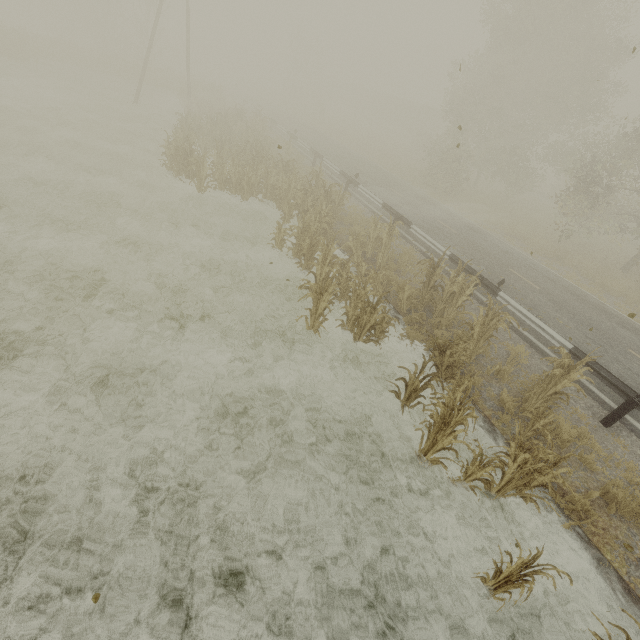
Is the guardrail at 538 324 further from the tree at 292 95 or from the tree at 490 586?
the tree at 292 95

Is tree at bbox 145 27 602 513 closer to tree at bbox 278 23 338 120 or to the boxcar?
the boxcar

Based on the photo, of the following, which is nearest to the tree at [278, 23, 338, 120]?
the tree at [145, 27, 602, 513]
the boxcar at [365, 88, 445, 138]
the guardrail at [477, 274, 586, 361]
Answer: the boxcar at [365, 88, 445, 138]

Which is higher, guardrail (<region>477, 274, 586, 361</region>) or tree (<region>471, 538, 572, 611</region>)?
guardrail (<region>477, 274, 586, 361</region>)

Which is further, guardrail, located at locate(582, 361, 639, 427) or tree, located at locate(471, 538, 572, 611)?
guardrail, located at locate(582, 361, 639, 427)

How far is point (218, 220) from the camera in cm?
1255

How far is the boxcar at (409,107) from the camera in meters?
49.0

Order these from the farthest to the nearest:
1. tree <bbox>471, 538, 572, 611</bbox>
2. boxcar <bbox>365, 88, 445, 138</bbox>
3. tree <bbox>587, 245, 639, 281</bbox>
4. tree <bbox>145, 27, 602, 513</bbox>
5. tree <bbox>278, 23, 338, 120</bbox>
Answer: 1. boxcar <bbox>365, 88, 445, 138</bbox>
2. tree <bbox>278, 23, 338, 120</bbox>
3. tree <bbox>587, 245, 639, 281</bbox>
4. tree <bbox>145, 27, 602, 513</bbox>
5. tree <bbox>471, 538, 572, 611</bbox>
